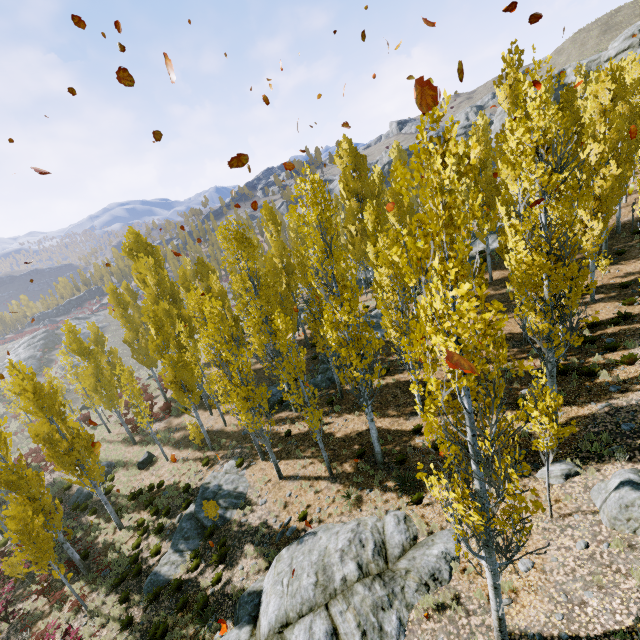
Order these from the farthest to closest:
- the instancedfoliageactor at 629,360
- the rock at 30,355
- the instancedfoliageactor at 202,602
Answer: the rock at 30,355 → the instancedfoliageactor at 629,360 → the instancedfoliageactor at 202,602

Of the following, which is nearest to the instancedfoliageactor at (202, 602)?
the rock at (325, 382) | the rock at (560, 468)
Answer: the rock at (325, 382)

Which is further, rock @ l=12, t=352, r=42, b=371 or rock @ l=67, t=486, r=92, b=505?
rock @ l=12, t=352, r=42, b=371

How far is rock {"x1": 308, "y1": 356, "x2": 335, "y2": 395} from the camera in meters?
22.0 m

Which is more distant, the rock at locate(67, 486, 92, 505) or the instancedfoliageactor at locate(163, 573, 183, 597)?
the rock at locate(67, 486, 92, 505)

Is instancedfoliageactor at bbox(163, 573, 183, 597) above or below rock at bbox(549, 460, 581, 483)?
below

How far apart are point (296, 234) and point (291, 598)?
34.3m

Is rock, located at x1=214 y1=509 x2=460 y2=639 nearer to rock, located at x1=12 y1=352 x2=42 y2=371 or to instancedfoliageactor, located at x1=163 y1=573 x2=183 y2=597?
instancedfoliageactor, located at x1=163 y1=573 x2=183 y2=597
